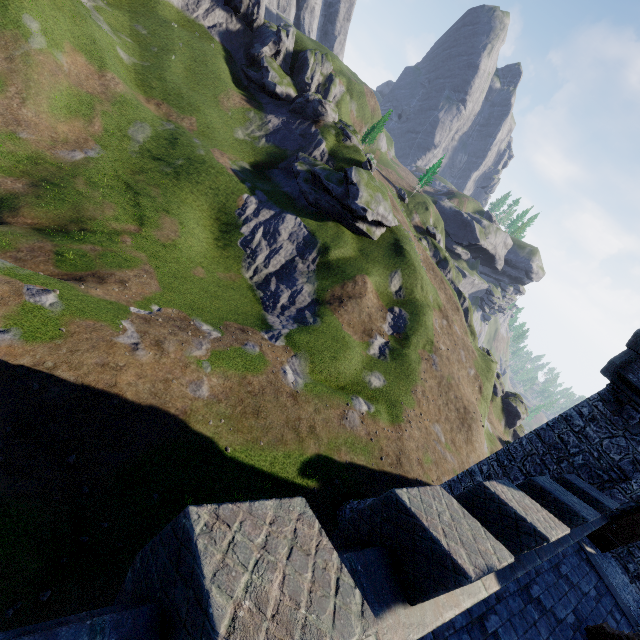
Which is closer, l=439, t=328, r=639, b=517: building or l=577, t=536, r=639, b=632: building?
l=577, t=536, r=639, b=632: building

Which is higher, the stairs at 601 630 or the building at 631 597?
the stairs at 601 630

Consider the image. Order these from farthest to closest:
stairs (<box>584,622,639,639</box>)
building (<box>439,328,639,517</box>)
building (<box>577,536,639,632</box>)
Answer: building (<box>439,328,639,517</box>) < building (<box>577,536,639,632</box>) < stairs (<box>584,622,639,639</box>)

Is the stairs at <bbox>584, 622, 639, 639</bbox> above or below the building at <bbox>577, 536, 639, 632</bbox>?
above

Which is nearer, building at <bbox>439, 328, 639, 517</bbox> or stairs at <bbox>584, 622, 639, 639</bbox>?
stairs at <bbox>584, 622, 639, 639</bbox>

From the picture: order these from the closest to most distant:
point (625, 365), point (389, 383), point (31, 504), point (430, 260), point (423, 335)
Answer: point (31, 504), point (625, 365), point (389, 383), point (423, 335), point (430, 260)

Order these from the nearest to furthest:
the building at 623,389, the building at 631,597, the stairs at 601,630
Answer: the stairs at 601,630, the building at 631,597, the building at 623,389
